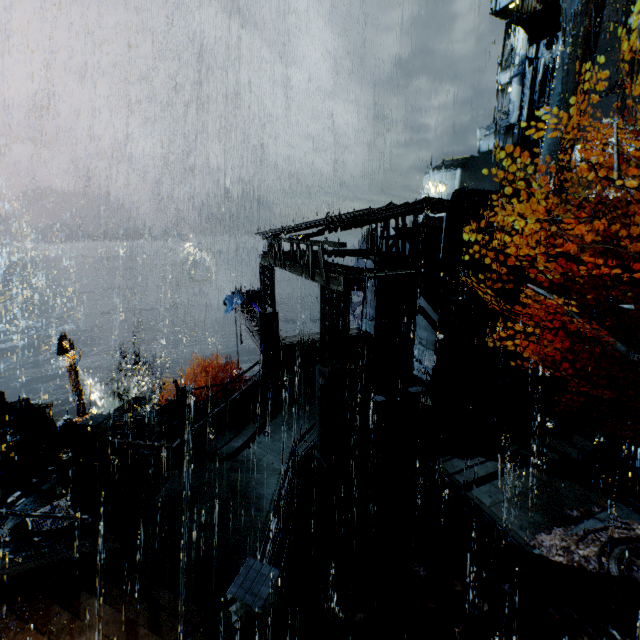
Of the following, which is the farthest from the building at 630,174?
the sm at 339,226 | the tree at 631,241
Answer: the tree at 631,241

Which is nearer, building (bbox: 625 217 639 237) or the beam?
building (bbox: 625 217 639 237)

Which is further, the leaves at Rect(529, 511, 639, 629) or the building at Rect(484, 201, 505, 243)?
the building at Rect(484, 201, 505, 243)

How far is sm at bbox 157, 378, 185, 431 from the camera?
18.4m

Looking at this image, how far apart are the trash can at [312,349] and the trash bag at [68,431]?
10.46m

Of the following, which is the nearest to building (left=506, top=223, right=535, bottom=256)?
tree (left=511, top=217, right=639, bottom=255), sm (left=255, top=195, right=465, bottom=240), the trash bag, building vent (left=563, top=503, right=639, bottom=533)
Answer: sm (left=255, top=195, right=465, bottom=240)

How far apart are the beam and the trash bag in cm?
853

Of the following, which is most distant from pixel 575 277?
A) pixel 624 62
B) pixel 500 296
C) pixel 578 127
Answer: pixel 624 62
